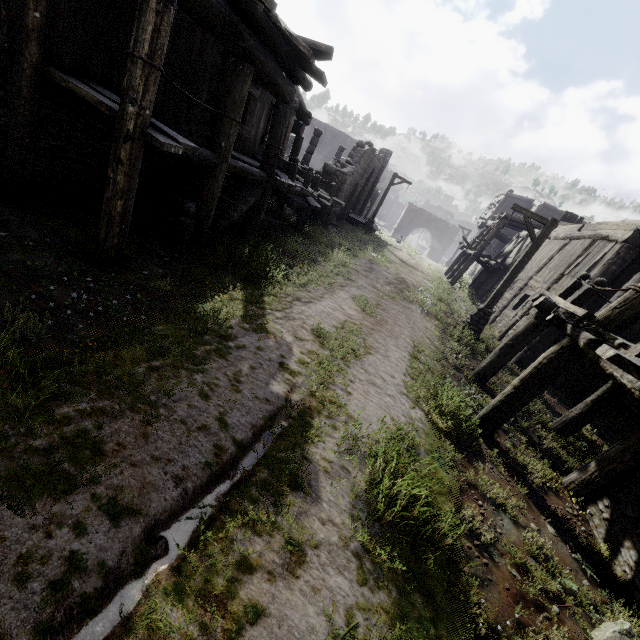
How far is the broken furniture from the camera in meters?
16.8 m

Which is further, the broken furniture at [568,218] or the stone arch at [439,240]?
the stone arch at [439,240]

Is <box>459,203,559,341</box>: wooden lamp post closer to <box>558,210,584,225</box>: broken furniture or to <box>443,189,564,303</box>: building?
<box>443,189,564,303</box>: building

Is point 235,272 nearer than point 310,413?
No

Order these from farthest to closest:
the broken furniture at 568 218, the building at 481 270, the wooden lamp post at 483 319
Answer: the building at 481 270, the broken furniture at 568 218, the wooden lamp post at 483 319

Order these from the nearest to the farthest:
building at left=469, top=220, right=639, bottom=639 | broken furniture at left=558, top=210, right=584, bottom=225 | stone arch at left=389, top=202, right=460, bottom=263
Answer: building at left=469, top=220, right=639, bottom=639 < broken furniture at left=558, top=210, right=584, bottom=225 < stone arch at left=389, top=202, right=460, bottom=263

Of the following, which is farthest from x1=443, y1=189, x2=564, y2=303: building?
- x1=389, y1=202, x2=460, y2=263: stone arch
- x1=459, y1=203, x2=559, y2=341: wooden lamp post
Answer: x1=459, y1=203, x2=559, y2=341: wooden lamp post
